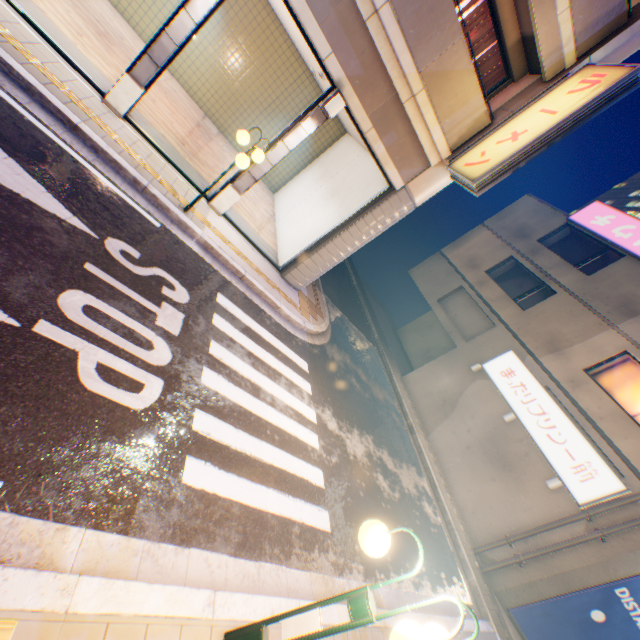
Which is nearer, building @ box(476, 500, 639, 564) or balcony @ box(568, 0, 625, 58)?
balcony @ box(568, 0, 625, 58)

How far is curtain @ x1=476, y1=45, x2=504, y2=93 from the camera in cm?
844

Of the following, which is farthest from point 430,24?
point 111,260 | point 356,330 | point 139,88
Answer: point 356,330

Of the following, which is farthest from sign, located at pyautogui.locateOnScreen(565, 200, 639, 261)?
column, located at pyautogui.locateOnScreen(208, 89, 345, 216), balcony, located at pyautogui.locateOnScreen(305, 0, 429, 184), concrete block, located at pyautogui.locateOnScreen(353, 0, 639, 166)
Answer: column, located at pyautogui.locateOnScreen(208, 89, 345, 216)

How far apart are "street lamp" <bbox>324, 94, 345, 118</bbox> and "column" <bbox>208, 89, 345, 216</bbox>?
0.02m

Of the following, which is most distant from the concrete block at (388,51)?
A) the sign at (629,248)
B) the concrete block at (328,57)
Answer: the sign at (629,248)

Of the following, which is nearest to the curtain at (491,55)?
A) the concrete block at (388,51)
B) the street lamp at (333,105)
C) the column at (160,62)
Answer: the concrete block at (388,51)

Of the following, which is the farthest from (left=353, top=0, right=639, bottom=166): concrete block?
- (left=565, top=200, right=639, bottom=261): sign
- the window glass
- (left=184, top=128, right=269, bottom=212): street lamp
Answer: the window glass
